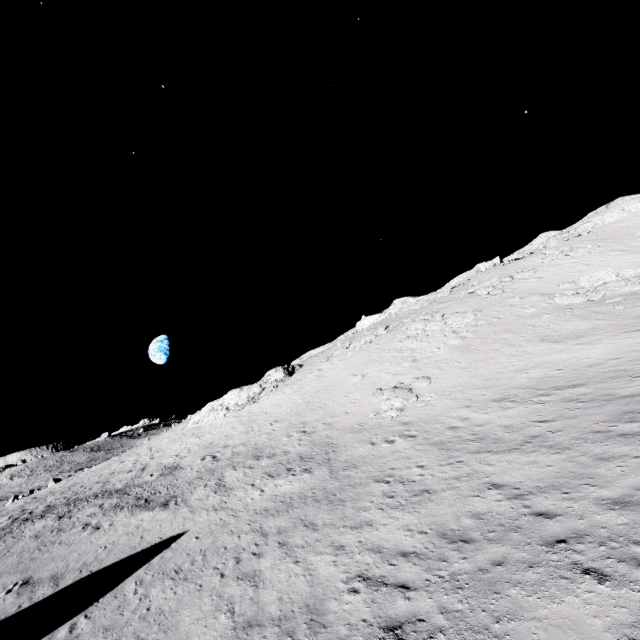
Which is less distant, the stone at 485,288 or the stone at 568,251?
the stone at 485,288

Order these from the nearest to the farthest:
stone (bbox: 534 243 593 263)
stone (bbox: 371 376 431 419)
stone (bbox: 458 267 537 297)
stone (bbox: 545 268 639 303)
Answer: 1. stone (bbox: 371 376 431 419)
2. stone (bbox: 545 268 639 303)
3. stone (bbox: 458 267 537 297)
4. stone (bbox: 534 243 593 263)

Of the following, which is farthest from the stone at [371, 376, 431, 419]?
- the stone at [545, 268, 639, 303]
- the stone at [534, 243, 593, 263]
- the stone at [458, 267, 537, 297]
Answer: the stone at [534, 243, 593, 263]

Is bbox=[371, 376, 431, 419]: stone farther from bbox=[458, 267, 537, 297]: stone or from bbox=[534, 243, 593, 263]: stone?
bbox=[534, 243, 593, 263]: stone

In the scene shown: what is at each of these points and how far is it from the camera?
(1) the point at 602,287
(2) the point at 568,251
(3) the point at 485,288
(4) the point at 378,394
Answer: (1) stone, 26.1m
(2) stone, 38.5m
(3) stone, 36.1m
(4) stone, 23.7m

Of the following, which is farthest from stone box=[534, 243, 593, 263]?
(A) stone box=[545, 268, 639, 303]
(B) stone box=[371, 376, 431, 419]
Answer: (B) stone box=[371, 376, 431, 419]

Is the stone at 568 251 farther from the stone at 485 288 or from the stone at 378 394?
the stone at 378 394
